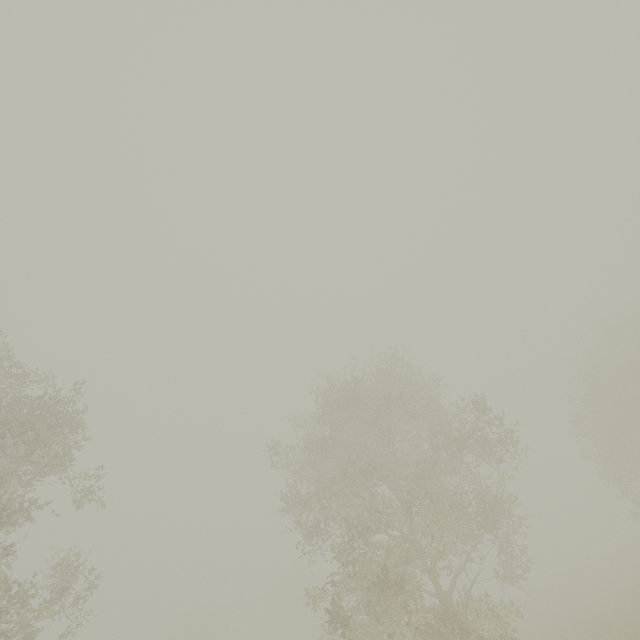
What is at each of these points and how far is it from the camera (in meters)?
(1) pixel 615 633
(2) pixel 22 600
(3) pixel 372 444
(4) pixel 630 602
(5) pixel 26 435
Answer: (1) tree, 15.34
(2) tree, 9.66
(3) tree, 16.67
(4) tree, 19.39
(5) tree, 14.62

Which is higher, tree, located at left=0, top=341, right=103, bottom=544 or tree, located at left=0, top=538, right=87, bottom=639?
tree, located at left=0, top=341, right=103, bottom=544

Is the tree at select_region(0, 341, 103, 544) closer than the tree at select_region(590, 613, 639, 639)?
Yes

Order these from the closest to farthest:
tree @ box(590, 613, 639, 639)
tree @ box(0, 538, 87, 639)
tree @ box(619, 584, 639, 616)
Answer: tree @ box(0, 538, 87, 639), tree @ box(590, 613, 639, 639), tree @ box(619, 584, 639, 616)

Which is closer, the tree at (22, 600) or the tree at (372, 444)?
the tree at (22, 600)
